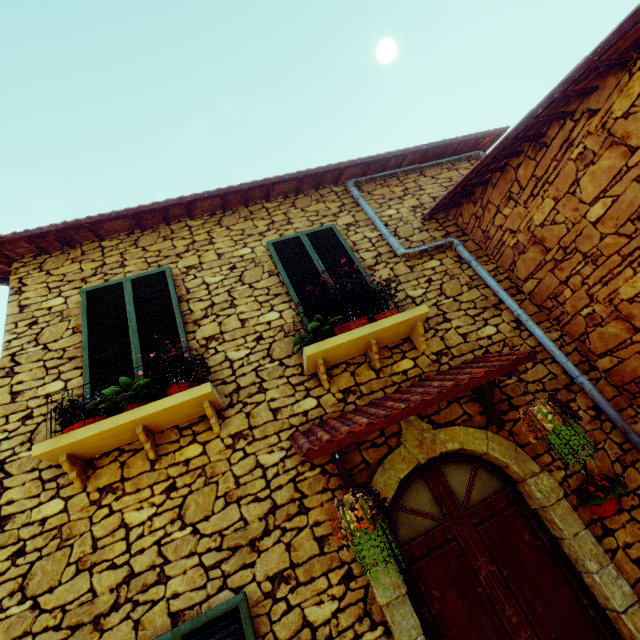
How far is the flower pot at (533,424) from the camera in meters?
2.7 m

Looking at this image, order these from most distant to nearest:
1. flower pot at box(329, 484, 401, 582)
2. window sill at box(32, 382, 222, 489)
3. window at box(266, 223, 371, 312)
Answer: window at box(266, 223, 371, 312), window sill at box(32, 382, 222, 489), flower pot at box(329, 484, 401, 582)

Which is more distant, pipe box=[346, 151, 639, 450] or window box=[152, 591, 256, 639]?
pipe box=[346, 151, 639, 450]

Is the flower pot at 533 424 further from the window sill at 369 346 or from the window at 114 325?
the window at 114 325

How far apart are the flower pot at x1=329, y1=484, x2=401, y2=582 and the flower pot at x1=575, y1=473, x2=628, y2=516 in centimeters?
198cm

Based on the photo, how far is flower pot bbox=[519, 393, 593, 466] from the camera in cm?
266

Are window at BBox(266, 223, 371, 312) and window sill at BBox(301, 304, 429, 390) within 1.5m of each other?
yes

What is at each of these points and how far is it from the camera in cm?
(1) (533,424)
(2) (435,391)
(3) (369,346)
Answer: (1) flower pot, 285
(2) door eaves, 287
(3) window sill, 367
